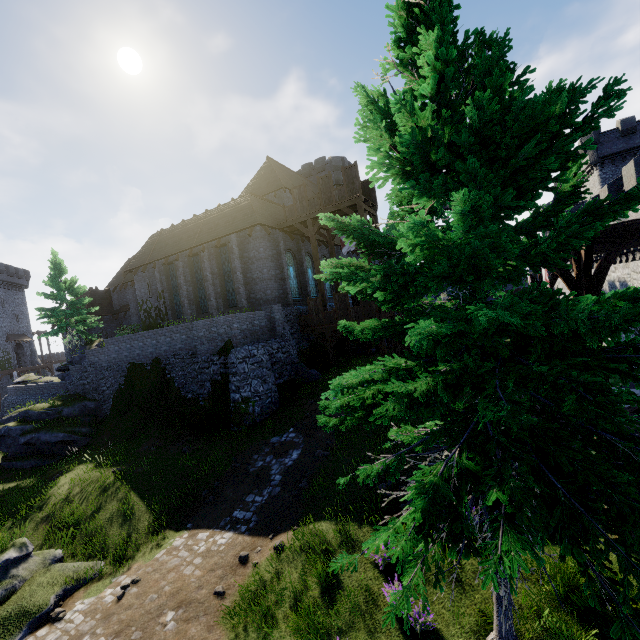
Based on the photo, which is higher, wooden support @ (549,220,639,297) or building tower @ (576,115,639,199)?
building tower @ (576,115,639,199)

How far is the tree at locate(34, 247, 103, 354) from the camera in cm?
2741

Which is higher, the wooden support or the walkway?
the walkway

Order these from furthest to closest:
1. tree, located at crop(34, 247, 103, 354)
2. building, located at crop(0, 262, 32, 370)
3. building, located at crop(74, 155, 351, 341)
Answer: building, located at crop(0, 262, 32, 370)
tree, located at crop(34, 247, 103, 354)
building, located at crop(74, 155, 351, 341)

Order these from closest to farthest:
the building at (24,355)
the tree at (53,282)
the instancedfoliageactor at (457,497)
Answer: the instancedfoliageactor at (457,497), the tree at (53,282), the building at (24,355)

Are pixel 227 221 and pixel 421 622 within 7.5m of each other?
no

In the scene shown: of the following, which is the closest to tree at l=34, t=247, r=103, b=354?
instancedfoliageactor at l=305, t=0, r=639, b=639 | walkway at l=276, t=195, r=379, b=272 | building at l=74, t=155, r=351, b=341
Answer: building at l=74, t=155, r=351, b=341

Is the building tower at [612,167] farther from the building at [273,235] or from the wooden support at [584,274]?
the wooden support at [584,274]
